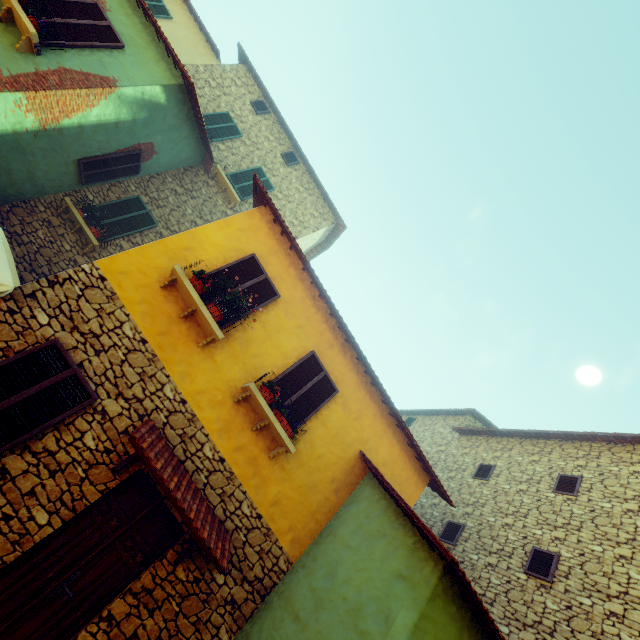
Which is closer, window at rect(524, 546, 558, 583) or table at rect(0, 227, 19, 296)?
table at rect(0, 227, 19, 296)

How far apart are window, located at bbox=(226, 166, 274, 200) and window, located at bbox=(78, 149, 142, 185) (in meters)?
3.06

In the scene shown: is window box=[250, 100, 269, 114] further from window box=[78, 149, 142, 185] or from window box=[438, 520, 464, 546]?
window box=[438, 520, 464, 546]

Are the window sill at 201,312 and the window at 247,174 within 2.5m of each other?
no

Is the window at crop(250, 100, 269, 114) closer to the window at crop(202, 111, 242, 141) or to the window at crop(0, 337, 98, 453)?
the window at crop(202, 111, 242, 141)

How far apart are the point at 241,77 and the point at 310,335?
13.0m

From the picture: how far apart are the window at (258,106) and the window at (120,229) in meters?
6.7

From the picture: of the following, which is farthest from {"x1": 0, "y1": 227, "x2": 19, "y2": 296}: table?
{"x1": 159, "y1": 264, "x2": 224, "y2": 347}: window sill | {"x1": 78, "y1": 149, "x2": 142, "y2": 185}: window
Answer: {"x1": 78, "y1": 149, "x2": 142, "y2": 185}: window
